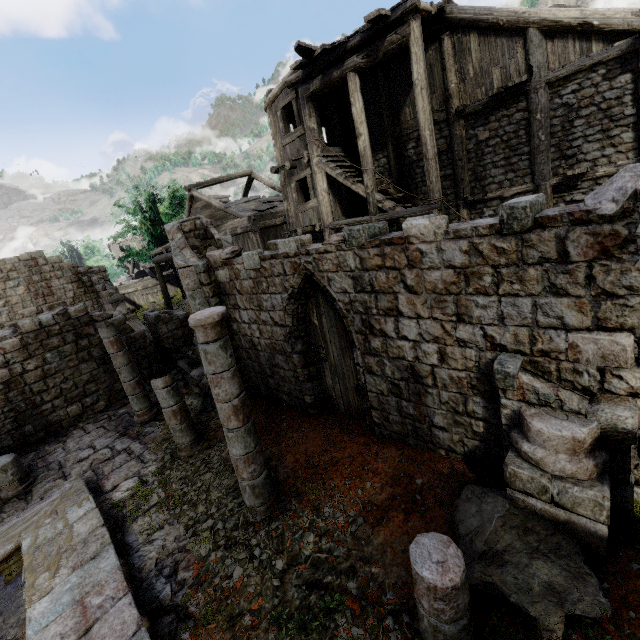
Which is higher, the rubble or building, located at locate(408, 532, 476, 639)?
building, located at locate(408, 532, 476, 639)

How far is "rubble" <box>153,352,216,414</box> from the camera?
10.5 meters

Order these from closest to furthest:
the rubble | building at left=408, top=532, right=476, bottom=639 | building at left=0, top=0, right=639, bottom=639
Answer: building at left=408, top=532, right=476, bottom=639 < building at left=0, top=0, right=639, bottom=639 < the rubble

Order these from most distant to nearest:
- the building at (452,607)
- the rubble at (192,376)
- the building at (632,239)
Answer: the rubble at (192,376) → the building at (632,239) → the building at (452,607)

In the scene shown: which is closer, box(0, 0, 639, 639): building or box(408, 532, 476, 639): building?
box(408, 532, 476, 639): building

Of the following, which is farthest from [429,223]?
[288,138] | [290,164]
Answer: [288,138]

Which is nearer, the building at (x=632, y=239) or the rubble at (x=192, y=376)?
the building at (x=632, y=239)

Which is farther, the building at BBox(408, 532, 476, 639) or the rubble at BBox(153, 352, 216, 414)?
the rubble at BBox(153, 352, 216, 414)
